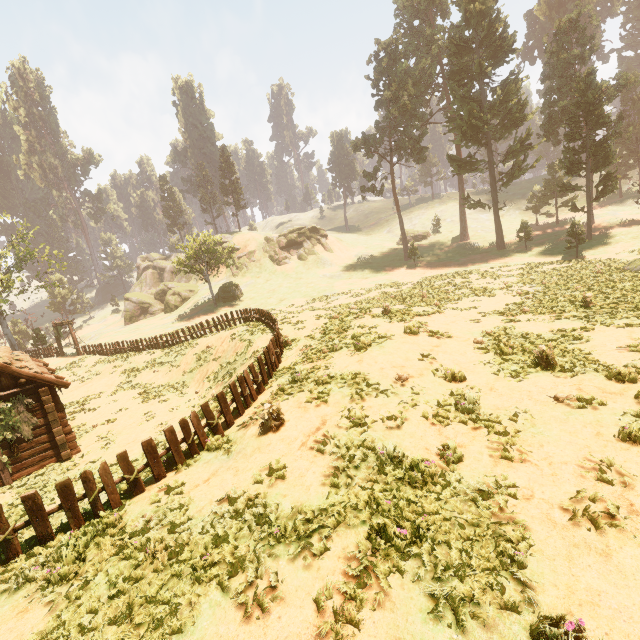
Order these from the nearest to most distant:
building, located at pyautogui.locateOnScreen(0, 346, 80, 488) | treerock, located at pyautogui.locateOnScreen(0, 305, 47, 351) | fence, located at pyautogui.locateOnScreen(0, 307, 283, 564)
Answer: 1. fence, located at pyautogui.locateOnScreen(0, 307, 283, 564)
2. building, located at pyautogui.locateOnScreen(0, 346, 80, 488)
3. treerock, located at pyautogui.locateOnScreen(0, 305, 47, 351)

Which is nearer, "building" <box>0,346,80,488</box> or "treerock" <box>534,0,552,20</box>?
"building" <box>0,346,80,488</box>

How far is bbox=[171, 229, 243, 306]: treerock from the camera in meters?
41.6

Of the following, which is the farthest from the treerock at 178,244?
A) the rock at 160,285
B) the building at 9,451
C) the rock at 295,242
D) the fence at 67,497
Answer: the rock at 295,242

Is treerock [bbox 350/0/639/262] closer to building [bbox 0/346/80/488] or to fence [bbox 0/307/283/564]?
building [bbox 0/346/80/488]

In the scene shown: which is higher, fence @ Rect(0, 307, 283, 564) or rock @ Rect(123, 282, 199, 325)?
rock @ Rect(123, 282, 199, 325)

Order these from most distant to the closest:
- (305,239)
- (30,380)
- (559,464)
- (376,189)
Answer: (305,239), (376,189), (30,380), (559,464)

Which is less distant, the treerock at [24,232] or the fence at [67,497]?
the fence at [67,497]
